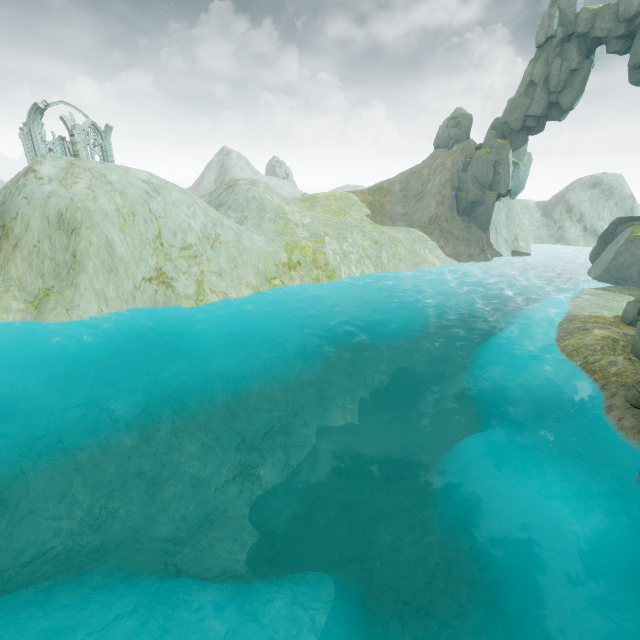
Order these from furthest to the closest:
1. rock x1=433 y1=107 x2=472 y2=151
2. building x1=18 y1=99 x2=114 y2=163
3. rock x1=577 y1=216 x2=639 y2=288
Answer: rock x1=433 y1=107 x2=472 y2=151, building x1=18 y1=99 x2=114 y2=163, rock x1=577 y1=216 x2=639 y2=288

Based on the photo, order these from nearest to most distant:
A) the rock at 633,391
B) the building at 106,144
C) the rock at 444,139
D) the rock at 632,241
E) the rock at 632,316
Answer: the rock at 633,391 < the rock at 632,316 < the rock at 632,241 < the building at 106,144 < the rock at 444,139

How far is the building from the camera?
38.4m

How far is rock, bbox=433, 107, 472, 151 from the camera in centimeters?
4617cm

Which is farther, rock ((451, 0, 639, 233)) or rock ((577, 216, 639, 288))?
rock ((451, 0, 639, 233))

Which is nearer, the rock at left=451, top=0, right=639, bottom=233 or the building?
the rock at left=451, top=0, right=639, bottom=233

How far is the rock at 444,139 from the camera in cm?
4617

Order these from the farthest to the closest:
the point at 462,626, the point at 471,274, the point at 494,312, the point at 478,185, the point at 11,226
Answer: the point at 478,185 < the point at 471,274 < the point at 494,312 < the point at 11,226 < the point at 462,626
